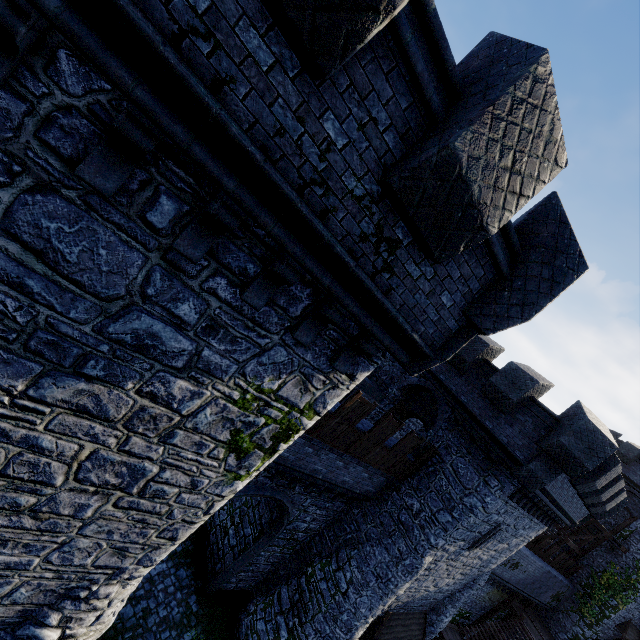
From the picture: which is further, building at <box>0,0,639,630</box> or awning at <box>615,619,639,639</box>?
awning at <box>615,619,639,639</box>

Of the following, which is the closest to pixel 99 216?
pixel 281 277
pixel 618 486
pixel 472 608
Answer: pixel 281 277

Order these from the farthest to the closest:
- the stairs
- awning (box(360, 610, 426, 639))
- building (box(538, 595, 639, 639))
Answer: building (box(538, 595, 639, 639)), the stairs, awning (box(360, 610, 426, 639))

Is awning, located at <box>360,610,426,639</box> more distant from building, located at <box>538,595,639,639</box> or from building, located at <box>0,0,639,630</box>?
building, located at <box>538,595,639,639</box>

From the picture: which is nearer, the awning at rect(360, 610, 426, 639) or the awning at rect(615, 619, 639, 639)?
the awning at rect(360, 610, 426, 639)

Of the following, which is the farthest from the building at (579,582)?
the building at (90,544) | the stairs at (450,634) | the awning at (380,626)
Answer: the awning at (380,626)

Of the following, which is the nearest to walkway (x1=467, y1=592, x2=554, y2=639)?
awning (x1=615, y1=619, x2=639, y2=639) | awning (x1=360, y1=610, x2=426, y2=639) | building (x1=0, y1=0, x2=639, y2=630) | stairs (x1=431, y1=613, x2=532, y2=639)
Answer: stairs (x1=431, y1=613, x2=532, y2=639)

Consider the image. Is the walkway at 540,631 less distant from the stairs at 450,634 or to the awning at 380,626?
the stairs at 450,634
